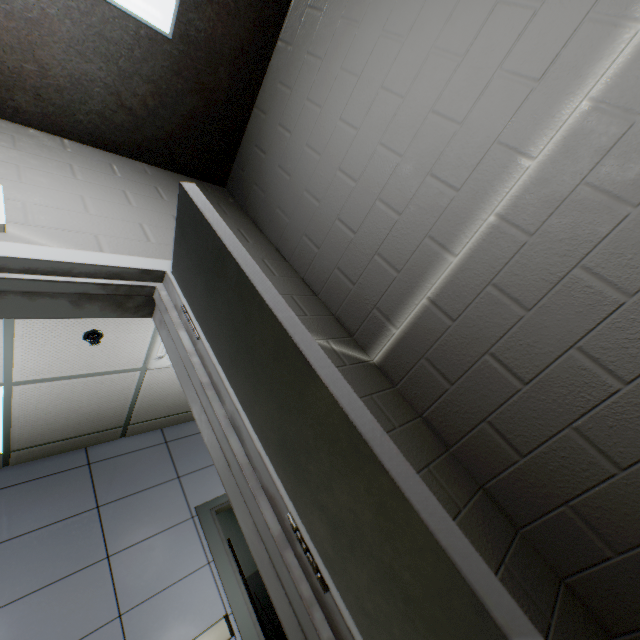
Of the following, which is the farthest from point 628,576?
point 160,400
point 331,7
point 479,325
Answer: point 160,400

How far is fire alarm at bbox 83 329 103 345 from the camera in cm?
262

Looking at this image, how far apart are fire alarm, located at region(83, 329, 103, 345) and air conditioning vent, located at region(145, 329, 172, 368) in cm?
48

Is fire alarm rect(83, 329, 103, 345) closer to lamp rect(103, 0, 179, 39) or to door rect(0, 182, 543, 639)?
door rect(0, 182, 543, 639)

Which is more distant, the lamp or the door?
the lamp

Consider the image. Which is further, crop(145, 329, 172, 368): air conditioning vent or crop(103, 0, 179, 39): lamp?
crop(145, 329, 172, 368): air conditioning vent

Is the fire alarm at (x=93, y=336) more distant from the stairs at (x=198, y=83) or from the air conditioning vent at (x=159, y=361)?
the stairs at (x=198, y=83)

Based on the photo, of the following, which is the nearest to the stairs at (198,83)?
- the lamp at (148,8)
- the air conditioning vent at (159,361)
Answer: the lamp at (148,8)
